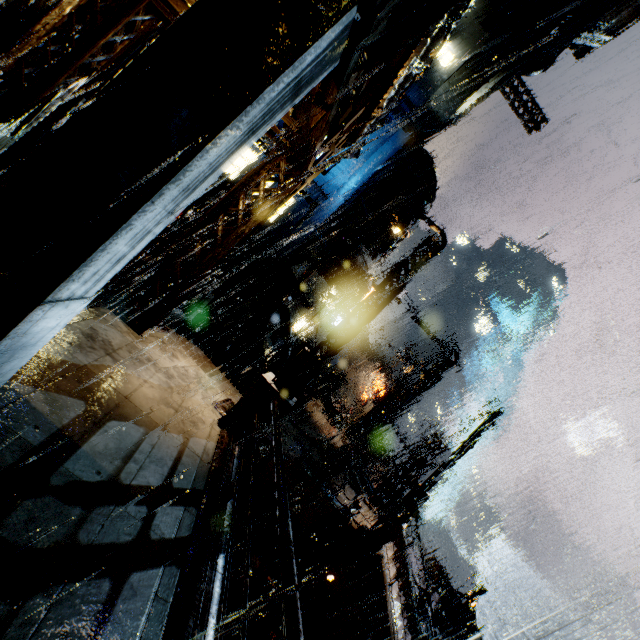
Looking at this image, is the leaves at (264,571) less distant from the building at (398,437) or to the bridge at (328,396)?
the building at (398,437)

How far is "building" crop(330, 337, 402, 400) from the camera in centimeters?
5178cm

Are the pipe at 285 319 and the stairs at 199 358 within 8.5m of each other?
no

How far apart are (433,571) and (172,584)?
31.6m

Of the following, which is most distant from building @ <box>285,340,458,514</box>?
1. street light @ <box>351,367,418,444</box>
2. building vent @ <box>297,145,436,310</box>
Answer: street light @ <box>351,367,418,444</box>

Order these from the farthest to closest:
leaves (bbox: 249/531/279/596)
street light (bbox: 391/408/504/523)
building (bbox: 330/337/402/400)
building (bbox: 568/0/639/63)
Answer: building (bbox: 330/337/402/400)
building (bbox: 568/0/639/63)
street light (bbox: 391/408/504/523)
leaves (bbox: 249/531/279/596)

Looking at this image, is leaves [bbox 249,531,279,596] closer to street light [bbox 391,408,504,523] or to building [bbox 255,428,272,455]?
building [bbox 255,428,272,455]
